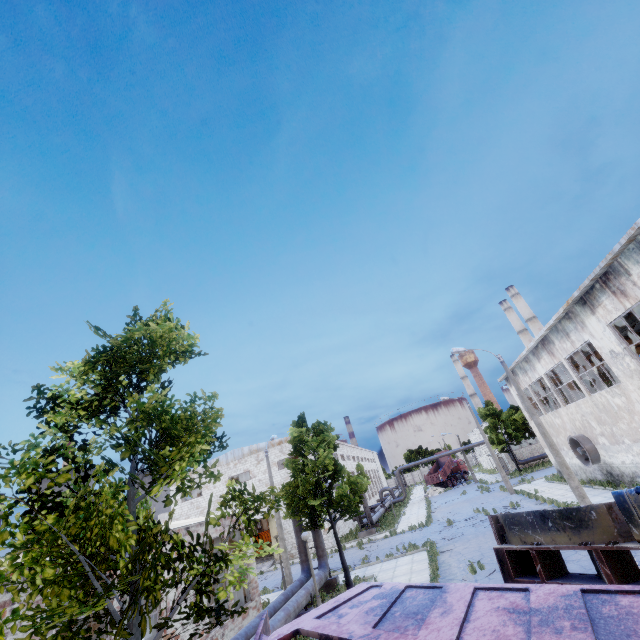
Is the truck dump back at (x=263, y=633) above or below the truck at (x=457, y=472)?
above

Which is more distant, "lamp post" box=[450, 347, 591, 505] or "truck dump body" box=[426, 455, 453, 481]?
"truck dump body" box=[426, 455, 453, 481]

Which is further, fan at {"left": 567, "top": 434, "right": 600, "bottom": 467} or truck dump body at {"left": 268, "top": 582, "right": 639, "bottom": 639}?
fan at {"left": 567, "top": 434, "right": 600, "bottom": 467}

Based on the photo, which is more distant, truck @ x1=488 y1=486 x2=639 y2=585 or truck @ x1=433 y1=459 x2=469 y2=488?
truck @ x1=433 y1=459 x2=469 y2=488

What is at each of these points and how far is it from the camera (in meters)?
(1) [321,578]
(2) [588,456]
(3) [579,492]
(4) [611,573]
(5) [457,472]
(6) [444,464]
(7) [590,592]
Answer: (1) pipe, 16.03
(2) fan, 21.42
(3) lamp post, 15.86
(4) truck, 6.13
(5) truck, 59.00
(6) truck dump body, 59.31
(7) truck dump body, 2.90

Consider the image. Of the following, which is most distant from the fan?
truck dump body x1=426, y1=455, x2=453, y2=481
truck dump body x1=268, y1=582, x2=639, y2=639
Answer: truck dump body x1=426, y1=455, x2=453, y2=481

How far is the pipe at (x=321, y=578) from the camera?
15.9 meters

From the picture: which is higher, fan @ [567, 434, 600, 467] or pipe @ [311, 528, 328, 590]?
fan @ [567, 434, 600, 467]
